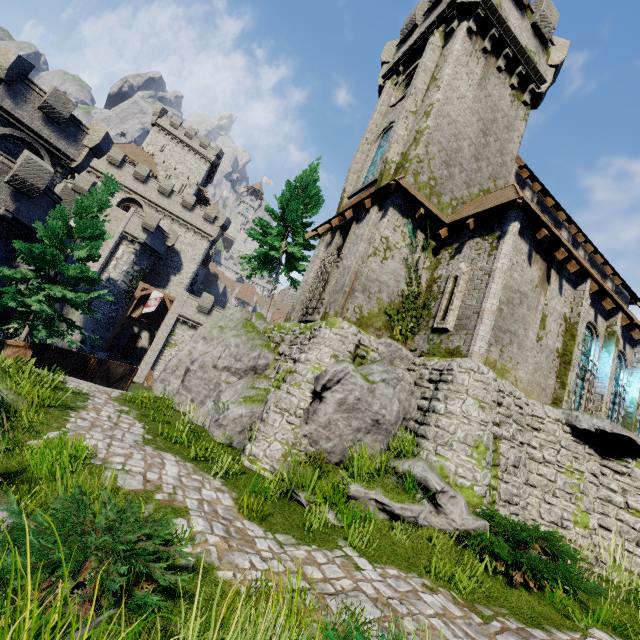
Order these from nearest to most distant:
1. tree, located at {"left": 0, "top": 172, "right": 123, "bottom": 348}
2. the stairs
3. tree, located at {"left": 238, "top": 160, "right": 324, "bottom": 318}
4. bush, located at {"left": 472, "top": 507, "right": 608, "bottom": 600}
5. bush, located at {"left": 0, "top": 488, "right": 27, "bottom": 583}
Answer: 1. bush, located at {"left": 0, "top": 488, "right": 27, "bottom": 583}
2. bush, located at {"left": 472, "top": 507, "right": 608, "bottom": 600}
3. tree, located at {"left": 0, "top": 172, "right": 123, "bottom": 348}
4. tree, located at {"left": 238, "top": 160, "right": 324, "bottom": 318}
5. the stairs

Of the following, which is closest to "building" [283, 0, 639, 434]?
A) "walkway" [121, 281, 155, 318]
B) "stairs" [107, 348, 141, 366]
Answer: "walkway" [121, 281, 155, 318]

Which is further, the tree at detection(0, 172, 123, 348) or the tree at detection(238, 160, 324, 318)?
the tree at detection(238, 160, 324, 318)

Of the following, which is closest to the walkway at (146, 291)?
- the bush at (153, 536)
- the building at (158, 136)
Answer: the building at (158, 136)

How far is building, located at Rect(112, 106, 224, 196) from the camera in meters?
50.1 m

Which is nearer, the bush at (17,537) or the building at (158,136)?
the bush at (17,537)

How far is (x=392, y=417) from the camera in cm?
848

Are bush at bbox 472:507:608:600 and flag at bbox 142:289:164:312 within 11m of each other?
no
